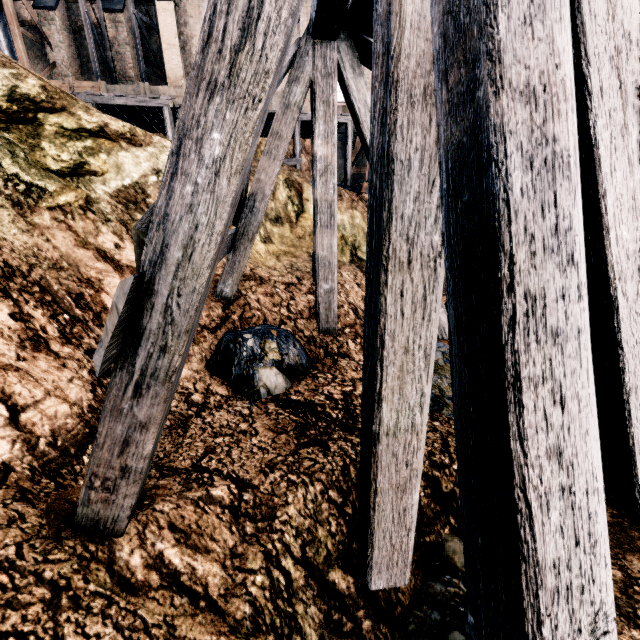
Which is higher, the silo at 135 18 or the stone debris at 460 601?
the silo at 135 18

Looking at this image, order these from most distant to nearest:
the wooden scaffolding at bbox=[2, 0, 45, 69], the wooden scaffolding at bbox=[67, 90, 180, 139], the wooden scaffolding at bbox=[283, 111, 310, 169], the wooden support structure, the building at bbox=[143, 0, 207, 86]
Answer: the building at bbox=[143, 0, 207, 86] < the wooden scaffolding at bbox=[2, 0, 45, 69] < the wooden scaffolding at bbox=[283, 111, 310, 169] < the wooden scaffolding at bbox=[67, 90, 180, 139] < the wooden support structure

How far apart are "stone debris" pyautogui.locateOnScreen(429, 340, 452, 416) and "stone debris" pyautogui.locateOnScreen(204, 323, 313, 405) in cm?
131

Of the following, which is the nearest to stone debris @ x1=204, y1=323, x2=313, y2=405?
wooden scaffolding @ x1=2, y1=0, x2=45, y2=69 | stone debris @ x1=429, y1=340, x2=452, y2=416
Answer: stone debris @ x1=429, y1=340, x2=452, y2=416

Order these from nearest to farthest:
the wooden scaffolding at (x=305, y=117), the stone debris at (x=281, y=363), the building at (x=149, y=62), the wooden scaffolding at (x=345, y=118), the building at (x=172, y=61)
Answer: the stone debris at (x=281, y=363)
the wooden scaffolding at (x=305, y=117)
the wooden scaffolding at (x=345, y=118)
the building at (x=172, y=61)
the building at (x=149, y=62)

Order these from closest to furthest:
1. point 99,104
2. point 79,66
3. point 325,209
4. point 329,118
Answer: point 329,118
point 325,209
point 99,104
point 79,66

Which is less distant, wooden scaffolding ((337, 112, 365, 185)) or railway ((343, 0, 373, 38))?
railway ((343, 0, 373, 38))

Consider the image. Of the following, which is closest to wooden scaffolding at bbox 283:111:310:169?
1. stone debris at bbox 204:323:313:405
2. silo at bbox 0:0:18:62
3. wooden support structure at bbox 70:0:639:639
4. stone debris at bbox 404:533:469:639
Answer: silo at bbox 0:0:18:62
